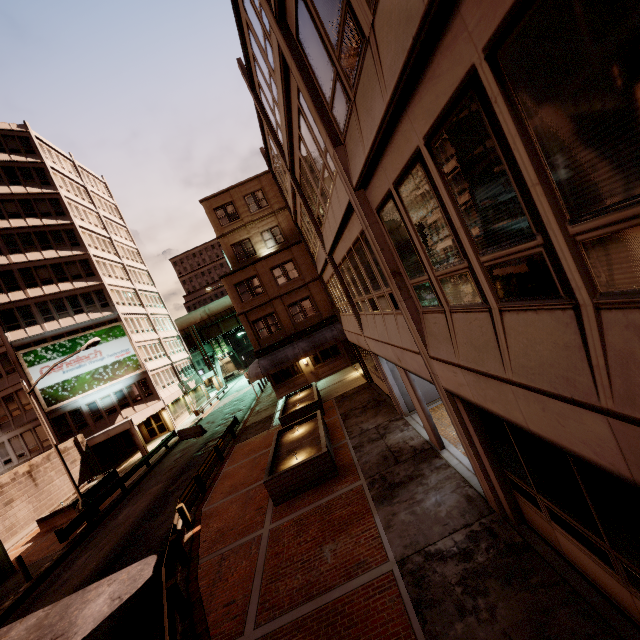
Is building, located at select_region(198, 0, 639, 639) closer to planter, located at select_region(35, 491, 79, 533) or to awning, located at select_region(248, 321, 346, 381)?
awning, located at select_region(248, 321, 346, 381)

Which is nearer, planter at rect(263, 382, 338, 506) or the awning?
planter at rect(263, 382, 338, 506)

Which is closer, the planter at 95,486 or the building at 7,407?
the planter at 95,486

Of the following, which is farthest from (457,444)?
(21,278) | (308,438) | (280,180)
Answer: (21,278)

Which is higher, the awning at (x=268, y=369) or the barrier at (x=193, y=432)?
the awning at (x=268, y=369)

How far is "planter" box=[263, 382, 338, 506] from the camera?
11.30m

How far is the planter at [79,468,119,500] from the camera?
22.8 meters

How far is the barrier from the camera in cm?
2865
